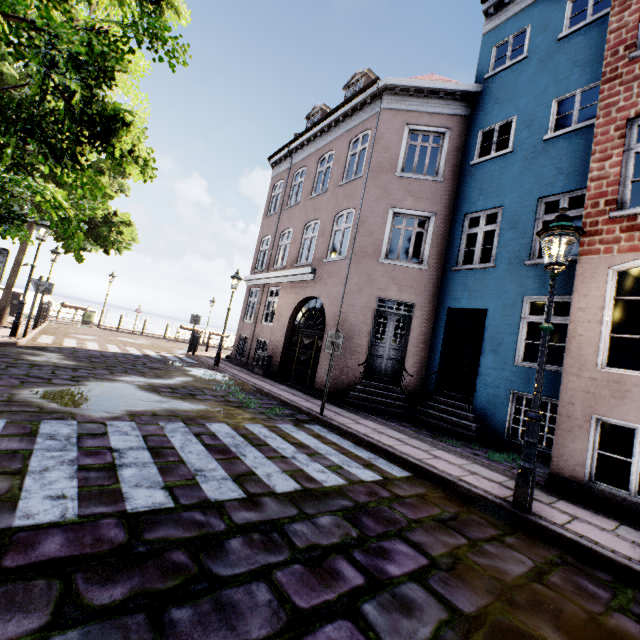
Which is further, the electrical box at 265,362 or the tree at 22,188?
the electrical box at 265,362

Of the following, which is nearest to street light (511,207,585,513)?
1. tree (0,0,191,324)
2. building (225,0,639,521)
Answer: building (225,0,639,521)

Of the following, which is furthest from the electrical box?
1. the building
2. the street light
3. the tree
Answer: the street light

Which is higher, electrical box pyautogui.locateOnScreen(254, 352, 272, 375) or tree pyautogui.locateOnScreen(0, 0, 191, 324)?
tree pyautogui.locateOnScreen(0, 0, 191, 324)

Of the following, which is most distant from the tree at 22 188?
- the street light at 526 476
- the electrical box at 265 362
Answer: the electrical box at 265 362

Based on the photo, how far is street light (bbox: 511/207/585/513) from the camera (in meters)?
3.97

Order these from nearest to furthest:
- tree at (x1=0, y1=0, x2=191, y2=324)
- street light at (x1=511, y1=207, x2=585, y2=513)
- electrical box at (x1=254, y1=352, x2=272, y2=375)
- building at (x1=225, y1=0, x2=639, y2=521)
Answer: tree at (x1=0, y1=0, x2=191, y2=324) → street light at (x1=511, y1=207, x2=585, y2=513) → building at (x1=225, y1=0, x2=639, y2=521) → electrical box at (x1=254, y1=352, x2=272, y2=375)

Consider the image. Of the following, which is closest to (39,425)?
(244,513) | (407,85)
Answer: (244,513)
